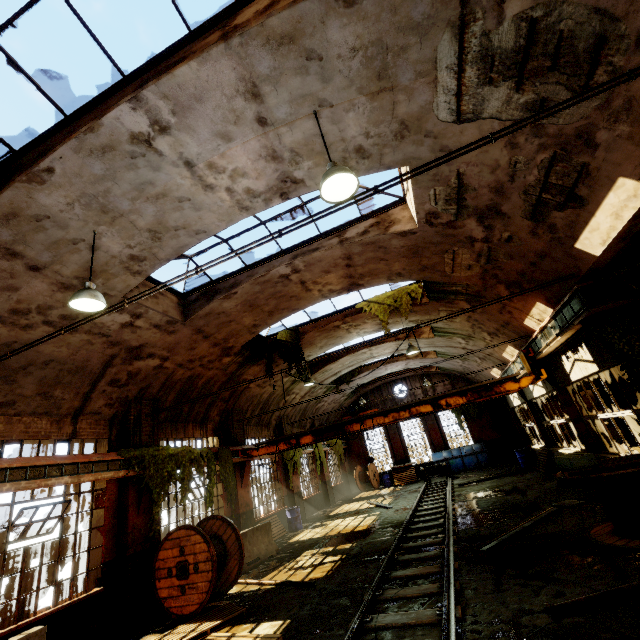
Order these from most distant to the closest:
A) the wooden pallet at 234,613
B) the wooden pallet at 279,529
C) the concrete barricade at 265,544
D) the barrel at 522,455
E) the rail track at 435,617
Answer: the barrel at 522,455
the wooden pallet at 279,529
the concrete barricade at 265,544
the wooden pallet at 234,613
the rail track at 435,617

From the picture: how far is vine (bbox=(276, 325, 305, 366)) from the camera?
13.3m

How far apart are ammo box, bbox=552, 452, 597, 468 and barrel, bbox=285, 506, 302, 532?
12.0m

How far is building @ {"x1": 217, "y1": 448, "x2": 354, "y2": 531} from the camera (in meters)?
12.76

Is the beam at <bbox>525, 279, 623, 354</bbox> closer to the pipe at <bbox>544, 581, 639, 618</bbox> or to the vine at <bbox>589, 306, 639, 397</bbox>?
the vine at <bbox>589, 306, 639, 397</bbox>

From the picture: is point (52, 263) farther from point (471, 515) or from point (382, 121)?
point (471, 515)

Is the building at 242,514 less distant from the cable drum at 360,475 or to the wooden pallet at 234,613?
the cable drum at 360,475

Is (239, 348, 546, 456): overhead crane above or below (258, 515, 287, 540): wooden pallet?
above
